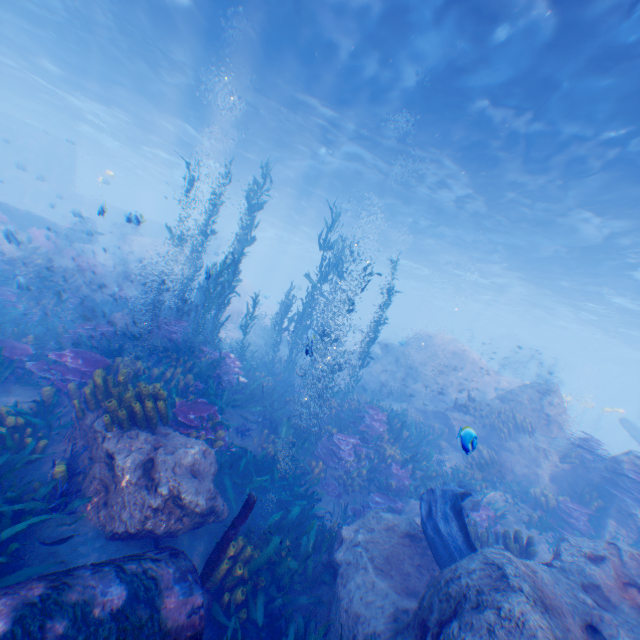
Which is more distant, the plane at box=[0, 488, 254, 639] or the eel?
the eel

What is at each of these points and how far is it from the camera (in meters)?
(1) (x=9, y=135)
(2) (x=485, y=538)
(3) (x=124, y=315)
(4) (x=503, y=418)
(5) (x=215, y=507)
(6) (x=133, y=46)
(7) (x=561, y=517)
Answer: (1) submarine, 31.22
(2) instancedfoliageactor, 7.52
(3) rock, 12.25
(4) instancedfoliageactor, 12.55
(5) rock, 5.50
(6) light, 15.30
(7) instancedfoliageactor, 9.64

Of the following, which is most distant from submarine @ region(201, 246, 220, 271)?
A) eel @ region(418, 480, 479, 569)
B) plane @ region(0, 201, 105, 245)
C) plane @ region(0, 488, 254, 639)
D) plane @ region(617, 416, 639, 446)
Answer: plane @ region(617, 416, 639, 446)

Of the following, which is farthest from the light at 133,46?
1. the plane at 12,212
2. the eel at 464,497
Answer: the eel at 464,497

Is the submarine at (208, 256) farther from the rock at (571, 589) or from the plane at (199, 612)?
the plane at (199, 612)

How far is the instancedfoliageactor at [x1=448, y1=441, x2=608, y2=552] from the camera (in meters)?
9.35

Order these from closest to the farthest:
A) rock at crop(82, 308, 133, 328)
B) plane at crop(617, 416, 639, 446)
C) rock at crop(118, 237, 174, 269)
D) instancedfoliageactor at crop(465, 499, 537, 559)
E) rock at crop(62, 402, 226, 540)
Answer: rock at crop(62, 402, 226, 540)
instancedfoliageactor at crop(465, 499, 537, 559)
rock at crop(82, 308, 133, 328)
plane at crop(617, 416, 639, 446)
rock at crop(118, 237, 174, 269)

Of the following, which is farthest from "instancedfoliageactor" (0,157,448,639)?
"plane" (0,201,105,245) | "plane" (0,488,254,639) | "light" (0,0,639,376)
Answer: "plane" (0,201,105,245)
